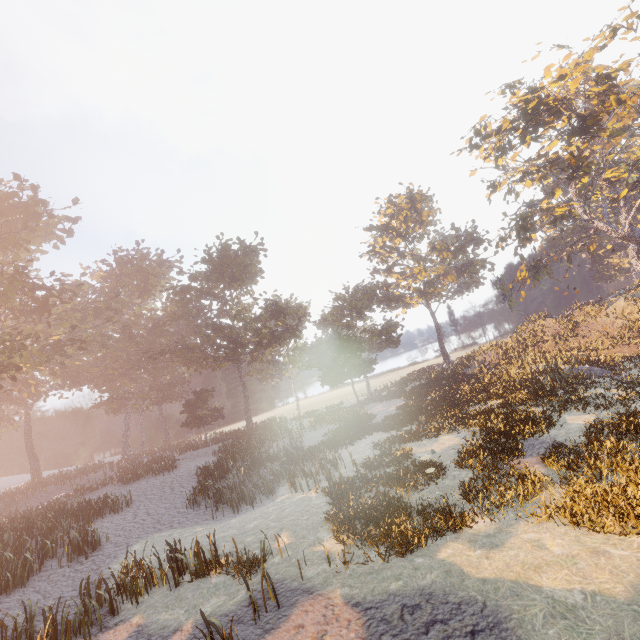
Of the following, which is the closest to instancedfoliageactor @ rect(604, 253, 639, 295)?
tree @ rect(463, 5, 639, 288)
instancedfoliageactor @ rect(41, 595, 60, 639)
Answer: tree @ rect(463, 5, 639, 288)

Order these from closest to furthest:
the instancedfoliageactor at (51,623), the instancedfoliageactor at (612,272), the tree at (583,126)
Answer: the instancedfoliageactor at (51,623)
the tree at (583,126)
the instancedfoliageactor at (612,272)

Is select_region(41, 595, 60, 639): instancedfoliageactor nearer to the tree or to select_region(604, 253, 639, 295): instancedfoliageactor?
the tree

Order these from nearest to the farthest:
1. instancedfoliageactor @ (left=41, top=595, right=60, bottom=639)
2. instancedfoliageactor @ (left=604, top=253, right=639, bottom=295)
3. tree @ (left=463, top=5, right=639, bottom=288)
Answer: instancedfoliageactor @ (left=41, top=595, right=60, bottom=639) → tree @ (left=463, top=5, right=639, bottom=288) → instancedfoliageactor @ (left=604, top=253, right=639, bottom=295)

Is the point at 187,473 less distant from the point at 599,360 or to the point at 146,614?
the point at 146,614

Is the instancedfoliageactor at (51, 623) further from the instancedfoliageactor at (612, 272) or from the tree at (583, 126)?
the instancedfoliageactor at (612, 272)
